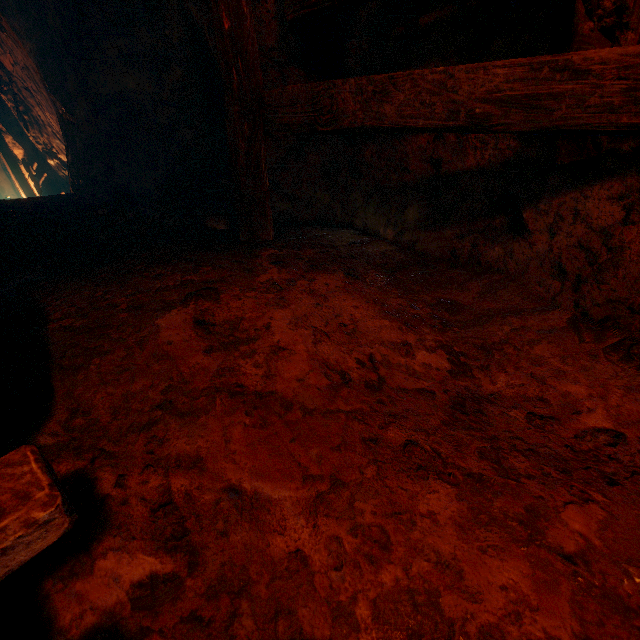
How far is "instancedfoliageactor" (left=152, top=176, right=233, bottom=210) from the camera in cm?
336

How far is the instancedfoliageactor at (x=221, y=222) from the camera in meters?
3.1 m

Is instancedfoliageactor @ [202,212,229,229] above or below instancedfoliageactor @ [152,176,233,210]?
below

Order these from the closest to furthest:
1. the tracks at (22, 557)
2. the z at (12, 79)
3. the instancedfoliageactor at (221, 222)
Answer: the tracks at (22, 557)
the instancedfoliageactor at (221, 222)
the z at (12, 79)

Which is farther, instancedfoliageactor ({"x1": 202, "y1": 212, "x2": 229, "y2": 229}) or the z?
Result: the z

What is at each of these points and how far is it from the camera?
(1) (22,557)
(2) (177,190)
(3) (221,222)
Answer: (1) tracks, 0.60m
(2) instancedfoliageactor, 3.67m
(3) instancedfoliageactor, 3.11m

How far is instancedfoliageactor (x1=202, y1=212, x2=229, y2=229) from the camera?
3.1 meters

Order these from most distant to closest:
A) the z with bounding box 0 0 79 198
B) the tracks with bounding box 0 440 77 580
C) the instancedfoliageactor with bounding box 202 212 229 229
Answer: the z with bounding box 0 0 79 198, the instancedfoliageactor with bounding box 202 212 229 229, the tracks with bounding box 0 440 77 580
